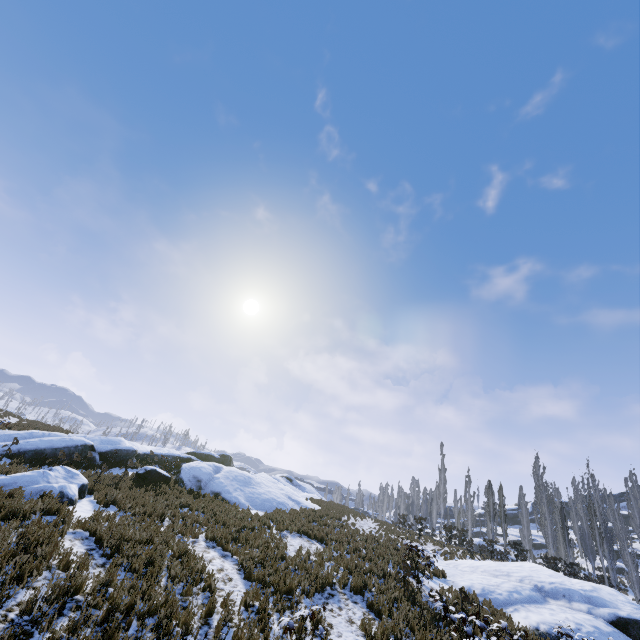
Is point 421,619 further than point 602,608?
No

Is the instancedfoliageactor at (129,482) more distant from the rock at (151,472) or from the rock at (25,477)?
the rock at (151,472)

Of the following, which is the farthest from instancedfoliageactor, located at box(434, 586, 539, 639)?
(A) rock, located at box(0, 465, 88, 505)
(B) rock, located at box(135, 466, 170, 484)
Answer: (B) rock, located at box(135, 466, 170, 484)

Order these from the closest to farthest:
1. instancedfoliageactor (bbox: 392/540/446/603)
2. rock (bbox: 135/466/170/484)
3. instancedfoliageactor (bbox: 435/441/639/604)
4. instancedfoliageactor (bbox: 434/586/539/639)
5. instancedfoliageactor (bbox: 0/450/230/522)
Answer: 1. instancedfoliageactor (bbox: 434/586/539/639)
2. instancedfoliageactor (bbox: 392/540/446/603)
3. instancedfoliageactor (bbox: 0/450/230/522)
4. rock (bbox: 135/466/170/484)
5. instancedfoliageactor (bbox: 435/441/639/604)

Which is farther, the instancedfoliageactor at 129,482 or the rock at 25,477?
the instancedfoliageactor at 129,482

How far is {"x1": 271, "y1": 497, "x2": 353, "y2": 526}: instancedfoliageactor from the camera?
17.3m
